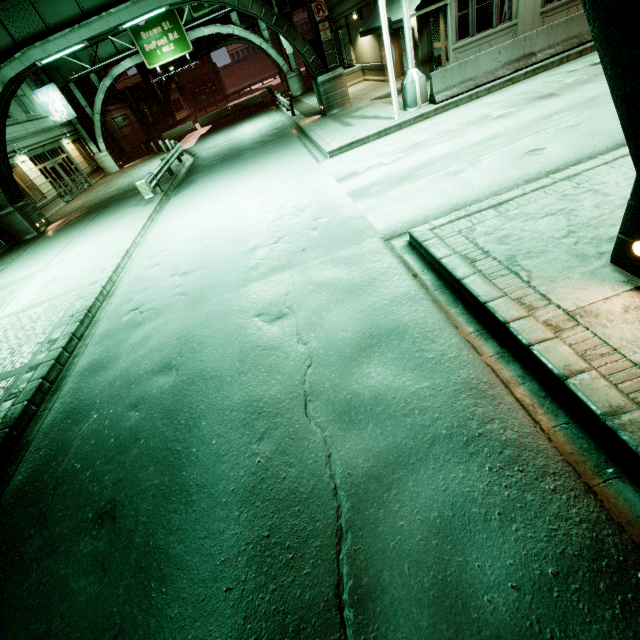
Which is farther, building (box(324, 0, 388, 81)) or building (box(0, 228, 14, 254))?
building (box(324, 0, 388, 81))

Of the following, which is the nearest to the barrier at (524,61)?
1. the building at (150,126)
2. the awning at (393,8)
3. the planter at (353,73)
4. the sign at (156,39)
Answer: the awning at (393,8)

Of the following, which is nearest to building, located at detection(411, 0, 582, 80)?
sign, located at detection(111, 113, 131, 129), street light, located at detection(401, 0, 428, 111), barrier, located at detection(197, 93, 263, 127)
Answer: street light, located at detection(401, 0, 428, 111)

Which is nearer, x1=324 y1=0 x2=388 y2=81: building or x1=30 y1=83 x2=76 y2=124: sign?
x1=324 y1=0 x2=388 y2=81: building

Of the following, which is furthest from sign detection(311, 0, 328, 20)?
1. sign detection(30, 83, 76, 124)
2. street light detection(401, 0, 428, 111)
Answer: sign detection(30, 83, 76, 124)

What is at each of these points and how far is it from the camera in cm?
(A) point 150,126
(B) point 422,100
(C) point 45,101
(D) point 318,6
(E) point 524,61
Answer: (A) building, 4738
(B) street light, 1248
(C) sign, 2520
(D) sign, 1519
(E) barrier, 1194

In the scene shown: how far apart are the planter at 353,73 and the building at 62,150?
21.47m

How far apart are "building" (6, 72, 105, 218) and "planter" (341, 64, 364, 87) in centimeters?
2147cm
